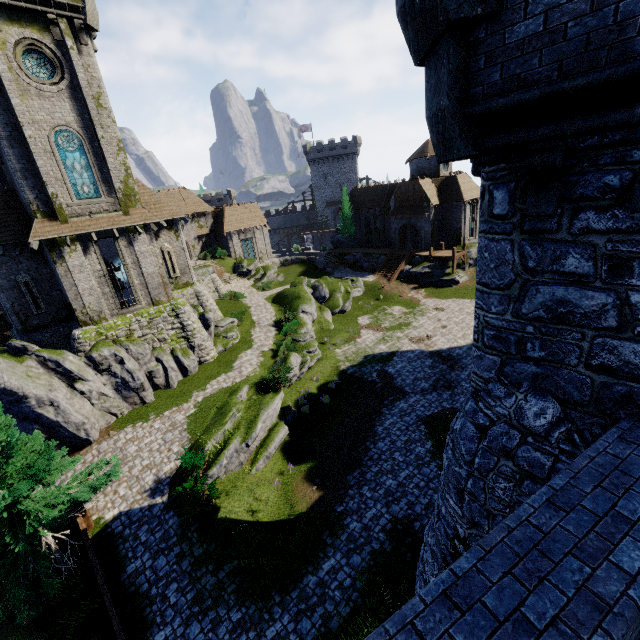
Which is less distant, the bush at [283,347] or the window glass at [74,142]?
the window glass at [74,142]

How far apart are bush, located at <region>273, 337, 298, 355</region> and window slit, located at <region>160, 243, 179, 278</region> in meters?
9.7

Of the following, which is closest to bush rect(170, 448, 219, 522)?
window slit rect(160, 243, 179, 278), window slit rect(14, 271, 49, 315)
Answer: window slit rect(14, 271, 49, 315)

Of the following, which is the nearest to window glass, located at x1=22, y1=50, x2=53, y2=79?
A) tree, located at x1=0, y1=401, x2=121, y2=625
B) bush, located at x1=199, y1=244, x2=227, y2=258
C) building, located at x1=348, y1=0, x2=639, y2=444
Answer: tree, located at x1=0, y1=401, x2=121, y2=625

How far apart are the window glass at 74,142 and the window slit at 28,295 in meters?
5.9 m

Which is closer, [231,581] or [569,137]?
[569,137]

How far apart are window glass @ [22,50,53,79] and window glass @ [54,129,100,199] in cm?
236

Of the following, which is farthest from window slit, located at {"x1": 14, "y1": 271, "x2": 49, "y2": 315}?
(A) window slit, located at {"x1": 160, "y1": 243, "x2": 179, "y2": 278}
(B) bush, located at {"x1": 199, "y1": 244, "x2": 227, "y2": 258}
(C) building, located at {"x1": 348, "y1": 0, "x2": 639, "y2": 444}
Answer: (C) building, located at {"x1": 348, "y1": 0, "x2": 639, "y2": 444}
